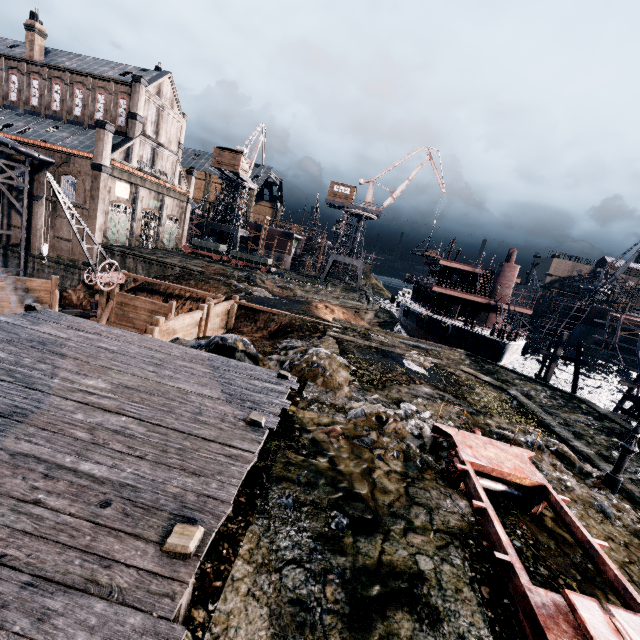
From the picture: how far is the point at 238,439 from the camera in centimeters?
639cm

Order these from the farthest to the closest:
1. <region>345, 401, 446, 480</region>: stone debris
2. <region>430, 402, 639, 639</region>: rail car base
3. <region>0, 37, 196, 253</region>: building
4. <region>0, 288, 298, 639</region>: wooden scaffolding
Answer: <region>0, 37, 196, 253</region>: building < <region>345, 401, 446, 480</region>: stone debris < <region>430, 402, 639, 639</region>: rail car base < <region>0, 288, 298, 639</region>: wooden scaffolding

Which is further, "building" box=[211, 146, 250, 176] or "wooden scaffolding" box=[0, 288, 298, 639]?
"building" box=[211, 146, 250, 176]

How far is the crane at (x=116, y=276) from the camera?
18.5m

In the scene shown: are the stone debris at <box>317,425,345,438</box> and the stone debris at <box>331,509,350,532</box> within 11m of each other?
yes

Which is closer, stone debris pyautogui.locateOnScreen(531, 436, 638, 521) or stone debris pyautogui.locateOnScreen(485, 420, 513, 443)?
stone debris pyautogui.locateOnScreen(531, 436, 638, 521)

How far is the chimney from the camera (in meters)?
39.72

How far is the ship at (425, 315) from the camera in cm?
3177
